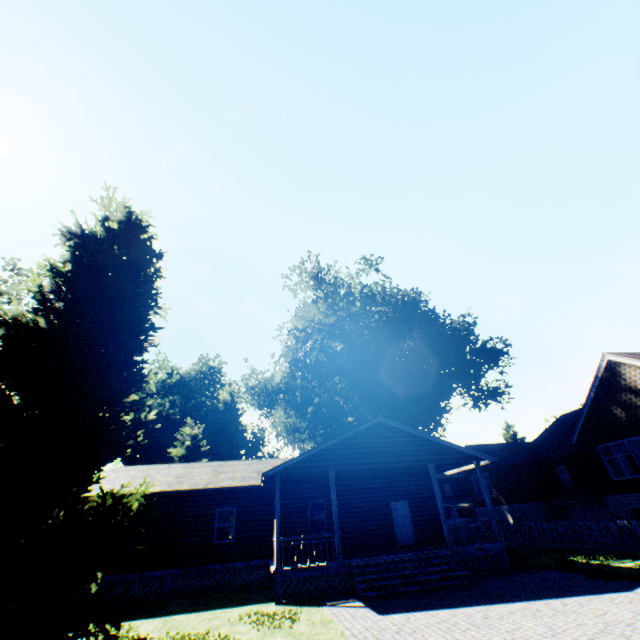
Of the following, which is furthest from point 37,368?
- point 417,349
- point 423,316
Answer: point 423,316

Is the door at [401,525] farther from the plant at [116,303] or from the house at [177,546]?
the plant at [116,303]

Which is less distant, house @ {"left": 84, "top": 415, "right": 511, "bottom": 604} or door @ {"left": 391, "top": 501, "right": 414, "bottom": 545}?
house @ {"left": 84, "top": 415, "right": 511, "bottom": 604}

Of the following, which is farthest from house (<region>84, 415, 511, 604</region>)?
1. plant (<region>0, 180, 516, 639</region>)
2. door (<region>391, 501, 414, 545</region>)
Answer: plant (<region>0, 180, 516, 639</region>)

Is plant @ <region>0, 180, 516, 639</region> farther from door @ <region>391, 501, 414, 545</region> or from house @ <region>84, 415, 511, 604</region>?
door @ <region>391, 501, 414, 545</region>

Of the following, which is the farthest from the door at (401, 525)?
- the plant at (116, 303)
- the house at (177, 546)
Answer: the plant at (116, 303)

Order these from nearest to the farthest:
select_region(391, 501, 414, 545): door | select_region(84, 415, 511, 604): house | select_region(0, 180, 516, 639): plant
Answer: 1. select_region(0, 180, 516, 639): plant
2. select_region(84, 415, 511, 604): house
3. select_region(391, 501, 414, 545): door
